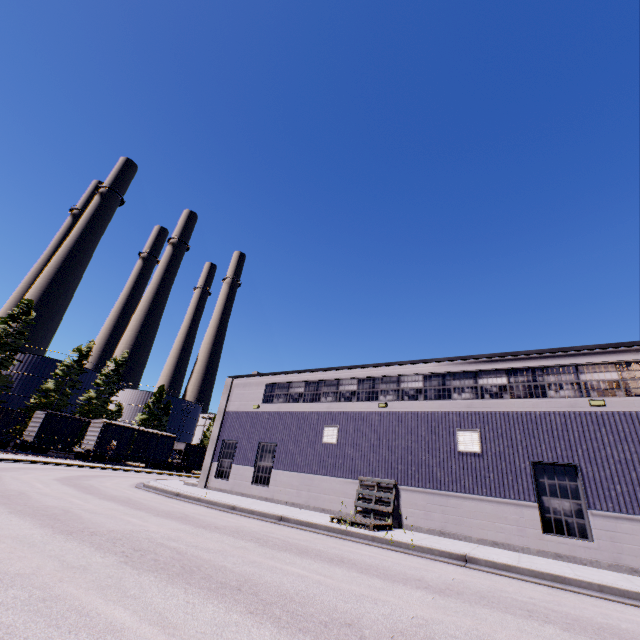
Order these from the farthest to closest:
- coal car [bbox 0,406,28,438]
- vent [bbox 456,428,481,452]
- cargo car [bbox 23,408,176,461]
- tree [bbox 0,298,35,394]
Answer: tree [bbox 0,298,35,394] < cargo car [bbox 23,408,176,461] < coal car [bbox 0,406,28,438] < vent [bbox 456,428,481,452]

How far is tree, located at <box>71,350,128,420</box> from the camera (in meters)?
48.84

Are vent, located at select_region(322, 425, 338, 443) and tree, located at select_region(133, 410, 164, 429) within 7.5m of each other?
no

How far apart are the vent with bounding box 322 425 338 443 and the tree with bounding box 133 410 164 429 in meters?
51.5 m

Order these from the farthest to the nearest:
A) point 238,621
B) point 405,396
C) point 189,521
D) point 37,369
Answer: point 37,369 → point 405,396 → point 189,521 → point 238,621

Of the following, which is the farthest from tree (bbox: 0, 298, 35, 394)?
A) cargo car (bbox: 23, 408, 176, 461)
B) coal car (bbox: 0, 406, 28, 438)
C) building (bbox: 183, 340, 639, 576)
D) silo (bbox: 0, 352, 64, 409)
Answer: building (bbox: 183, 340, 639, 576)

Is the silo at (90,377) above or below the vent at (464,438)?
above

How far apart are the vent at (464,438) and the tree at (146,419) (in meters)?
58.36
